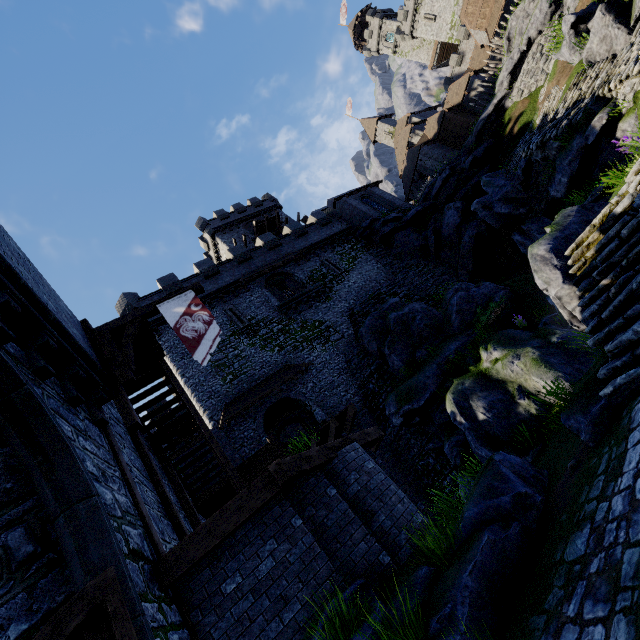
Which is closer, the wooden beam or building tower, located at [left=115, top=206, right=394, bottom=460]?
the wooden beam

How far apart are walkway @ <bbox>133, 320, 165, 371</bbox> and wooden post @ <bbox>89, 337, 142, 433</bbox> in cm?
7

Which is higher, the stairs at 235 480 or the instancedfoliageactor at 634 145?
the stairs at 235 480

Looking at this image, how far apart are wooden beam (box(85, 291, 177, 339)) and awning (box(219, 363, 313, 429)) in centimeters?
899cm

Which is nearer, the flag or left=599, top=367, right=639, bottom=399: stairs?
left=599, top=367, right=639, bottom=399: stairs

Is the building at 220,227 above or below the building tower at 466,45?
above

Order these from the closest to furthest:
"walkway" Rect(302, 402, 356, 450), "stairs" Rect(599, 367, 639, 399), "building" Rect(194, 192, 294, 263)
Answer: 1. "stairs" Rect(599, 367, 639, 399)
2. "walkway" Rect(302, 402, 356, 450)
3. "building" Rect(194, 192, 294, 263)

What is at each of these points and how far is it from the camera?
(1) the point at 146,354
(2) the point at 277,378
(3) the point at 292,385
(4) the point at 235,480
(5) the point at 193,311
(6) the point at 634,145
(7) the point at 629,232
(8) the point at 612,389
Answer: (1) walkway, 10.3m
(2) awning, 19.3m
(3) building tower, 19.6m
(4) stairs, 8.5m
(5) flag, 9.3m
(6) instancedfoliageactor, 9.3m
(7) stairs, 5.7m
(8) stairs, 5.0m
